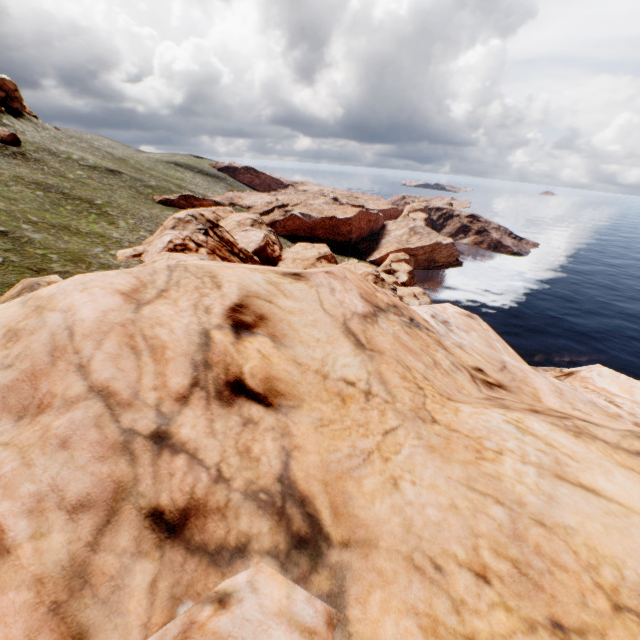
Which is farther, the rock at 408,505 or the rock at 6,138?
the rock at 6,138

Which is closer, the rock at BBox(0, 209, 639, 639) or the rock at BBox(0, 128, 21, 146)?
the rock at BBox(0, 209, 639, 639)

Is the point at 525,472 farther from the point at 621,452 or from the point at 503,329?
the point at 503,329
